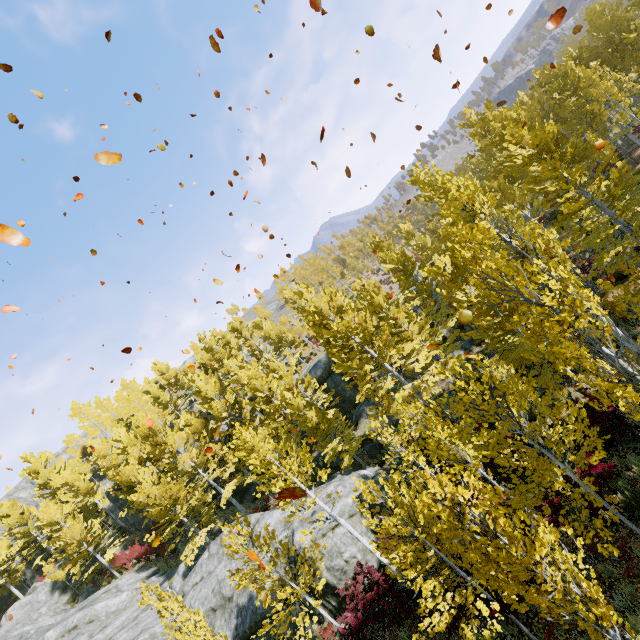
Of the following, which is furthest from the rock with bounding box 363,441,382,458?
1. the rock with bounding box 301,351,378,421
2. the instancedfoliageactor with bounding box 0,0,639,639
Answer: the rock with bounding box 301,351,378,421

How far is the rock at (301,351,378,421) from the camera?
26.8 meters

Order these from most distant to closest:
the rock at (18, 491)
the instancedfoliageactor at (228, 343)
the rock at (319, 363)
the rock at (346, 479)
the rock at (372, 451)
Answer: the rock at (18, 491)
the rock at (319, 363)
the rock at (372, 451)
the rock at (346, 479)
the instancedfoliageactor at (228, 343)

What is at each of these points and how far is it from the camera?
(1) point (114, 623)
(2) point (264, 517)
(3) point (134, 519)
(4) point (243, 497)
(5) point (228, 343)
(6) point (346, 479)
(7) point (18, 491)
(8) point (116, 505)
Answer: (1) rock, 19.6 meters
(2) rock, 19.2 meters
(3) rock, 31.7 meters
(4) rock, 28.4 meters
(5) instancedfoliageactor, 39.7 meters
(6) rock, 17.7 meters
(7) rock, 52.2 meters
(8) rock, 31.2 meters

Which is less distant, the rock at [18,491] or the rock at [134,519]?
the rock at [134,519]

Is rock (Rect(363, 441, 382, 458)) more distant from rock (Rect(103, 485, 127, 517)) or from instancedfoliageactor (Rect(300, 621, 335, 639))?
rock (Rect(103, 485, 127, 517))
